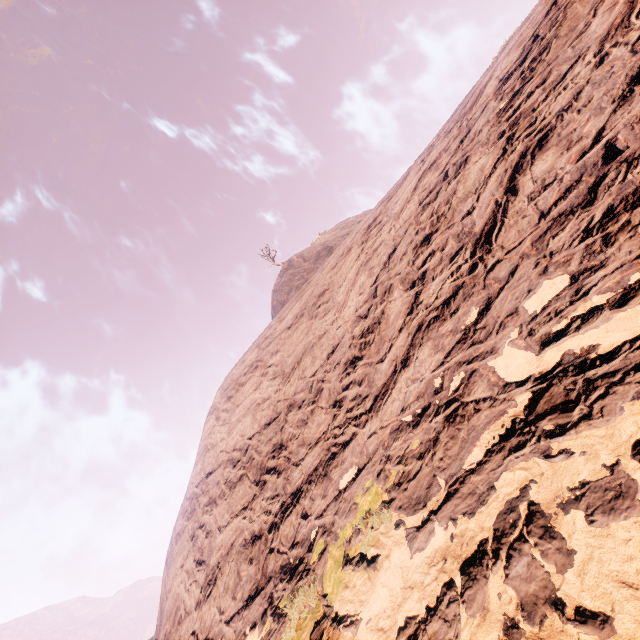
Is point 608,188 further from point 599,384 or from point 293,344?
point 293,344
